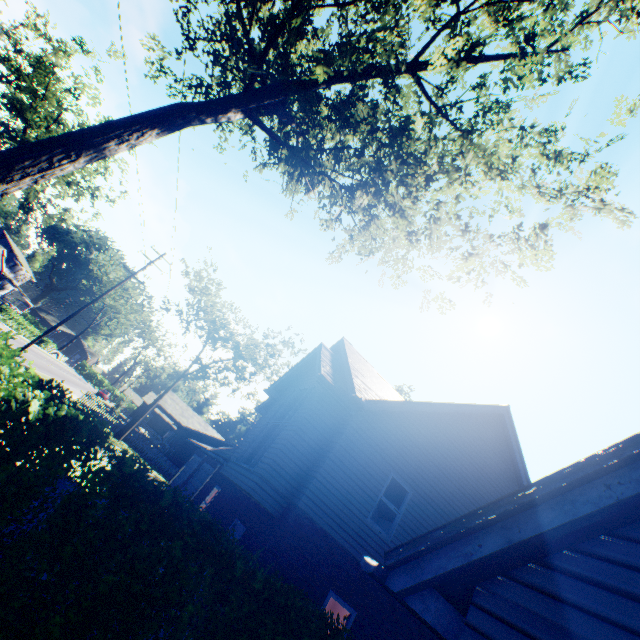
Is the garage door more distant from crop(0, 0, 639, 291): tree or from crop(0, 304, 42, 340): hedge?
crop(0, 304, 42, 340): hedge

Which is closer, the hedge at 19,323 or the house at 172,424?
the house at 172,424

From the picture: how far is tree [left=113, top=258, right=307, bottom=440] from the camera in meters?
30.3 m

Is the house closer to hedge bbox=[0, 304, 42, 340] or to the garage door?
the garage door

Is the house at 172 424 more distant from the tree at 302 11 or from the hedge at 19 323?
the tree at 302 11

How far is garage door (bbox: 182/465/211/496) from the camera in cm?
1748

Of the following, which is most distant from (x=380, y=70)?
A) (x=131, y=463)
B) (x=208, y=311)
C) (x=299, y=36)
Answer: (x=208, y=311)

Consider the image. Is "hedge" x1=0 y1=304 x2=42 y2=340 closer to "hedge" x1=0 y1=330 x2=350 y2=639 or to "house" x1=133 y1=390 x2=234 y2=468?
"house" x1=133 y1=390 x2=234 y2=468
